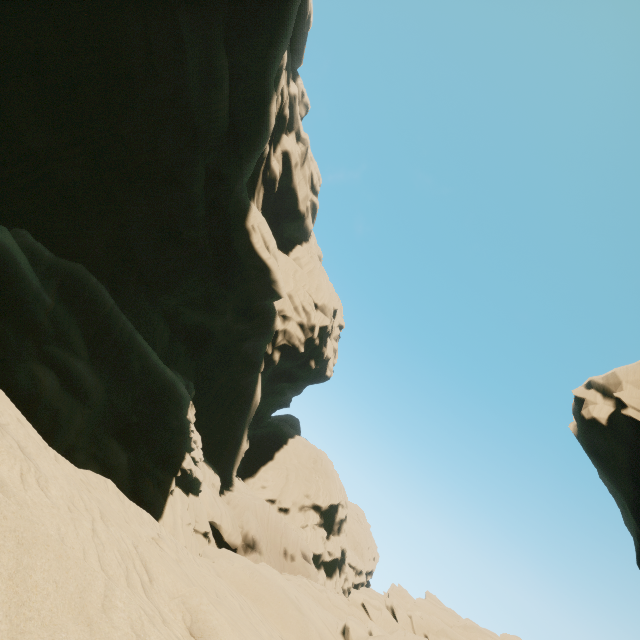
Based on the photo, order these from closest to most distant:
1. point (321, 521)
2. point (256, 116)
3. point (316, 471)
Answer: point (256, 116), point (321, 521), point (316, 471)

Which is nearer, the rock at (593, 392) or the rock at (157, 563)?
the rock at (157, 563)

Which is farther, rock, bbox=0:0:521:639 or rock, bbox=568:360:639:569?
rock, bbox=568:360:639:569
